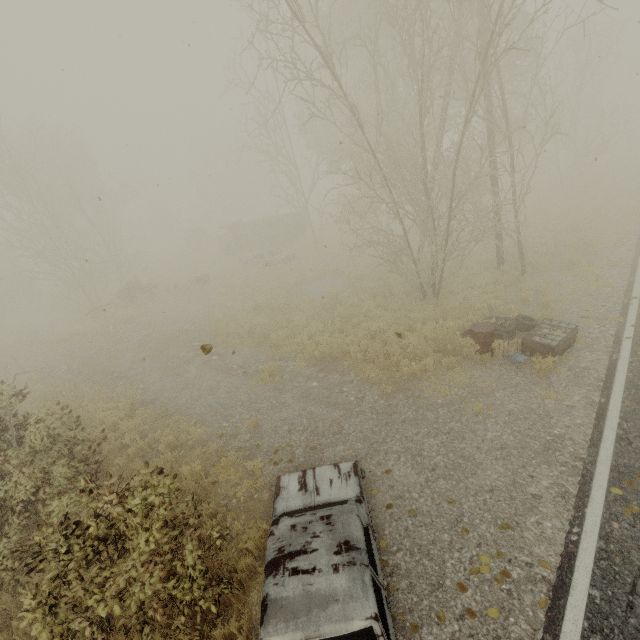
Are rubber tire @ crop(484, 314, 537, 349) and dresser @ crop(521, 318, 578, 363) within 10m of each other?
yes

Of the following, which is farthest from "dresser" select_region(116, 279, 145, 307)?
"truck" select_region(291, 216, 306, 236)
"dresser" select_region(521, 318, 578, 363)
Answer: "dresser" select_region(521, 318, 578, 363)

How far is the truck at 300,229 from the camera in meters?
26.1 m

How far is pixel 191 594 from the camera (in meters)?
4.25

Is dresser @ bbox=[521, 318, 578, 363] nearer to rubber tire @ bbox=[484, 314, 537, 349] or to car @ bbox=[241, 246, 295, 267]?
rubber tire @ bbox=[484, 314, 537, 349]

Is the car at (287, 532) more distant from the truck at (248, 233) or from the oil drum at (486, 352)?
the truck at (248, 233)

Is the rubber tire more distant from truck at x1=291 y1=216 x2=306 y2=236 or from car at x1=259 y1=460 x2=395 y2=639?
truck at x1=291 y1=216 x2=306 y2=236

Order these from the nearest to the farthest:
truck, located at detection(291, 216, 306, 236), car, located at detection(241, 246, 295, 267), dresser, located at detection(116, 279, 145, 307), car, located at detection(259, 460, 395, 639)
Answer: car, located at detection(259, 460, 395, 639)
dresser, located at detection(116, 279, 145, 307)
car, located at detection(241, 246, 295, 267)
truck, located at detection(291, 216, 306, 236)
